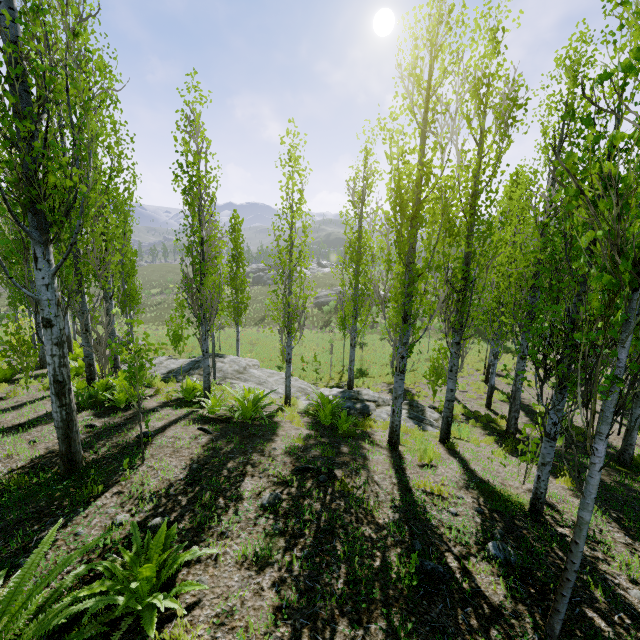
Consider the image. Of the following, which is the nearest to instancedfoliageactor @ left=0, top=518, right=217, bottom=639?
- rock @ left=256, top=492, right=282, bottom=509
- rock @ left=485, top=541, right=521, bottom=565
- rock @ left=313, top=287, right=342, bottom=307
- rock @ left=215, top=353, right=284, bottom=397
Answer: rock @ left=485, top=541, right=521, bottom=565

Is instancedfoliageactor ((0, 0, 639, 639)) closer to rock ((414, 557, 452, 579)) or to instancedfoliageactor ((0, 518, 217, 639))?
rock ((414, 557, 452, 579))

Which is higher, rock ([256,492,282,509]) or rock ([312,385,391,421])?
rock ([256,492,282,509])

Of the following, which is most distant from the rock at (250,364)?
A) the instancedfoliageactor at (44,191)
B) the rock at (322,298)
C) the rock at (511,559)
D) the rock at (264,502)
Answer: the rock at (322,298)

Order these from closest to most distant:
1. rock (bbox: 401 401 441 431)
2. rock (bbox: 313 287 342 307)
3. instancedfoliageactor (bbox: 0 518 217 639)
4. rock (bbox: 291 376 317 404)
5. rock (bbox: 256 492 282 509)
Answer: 1. instancedfoliageactor (bbox: 0 518 217 639)
2. rock (bbox: 256 492 282 509)
3. rock (bbox: 401 401 441 431)
4. rock (bbox: 291 376 317 404)
5. rock (bbox: 313 287 342 307)

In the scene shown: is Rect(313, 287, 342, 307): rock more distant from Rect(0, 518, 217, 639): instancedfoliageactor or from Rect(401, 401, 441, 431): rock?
Rect(0, 518, 217, 639): instancedfoliageactor

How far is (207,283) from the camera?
7.5 meters

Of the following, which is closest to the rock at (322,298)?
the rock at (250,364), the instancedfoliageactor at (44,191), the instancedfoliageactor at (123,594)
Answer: the instancedfoliageactor at (44,191)
